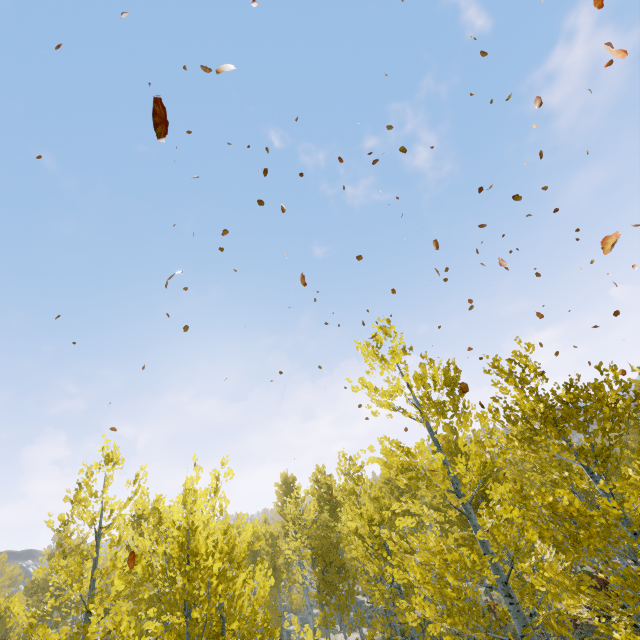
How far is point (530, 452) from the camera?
4.38m
